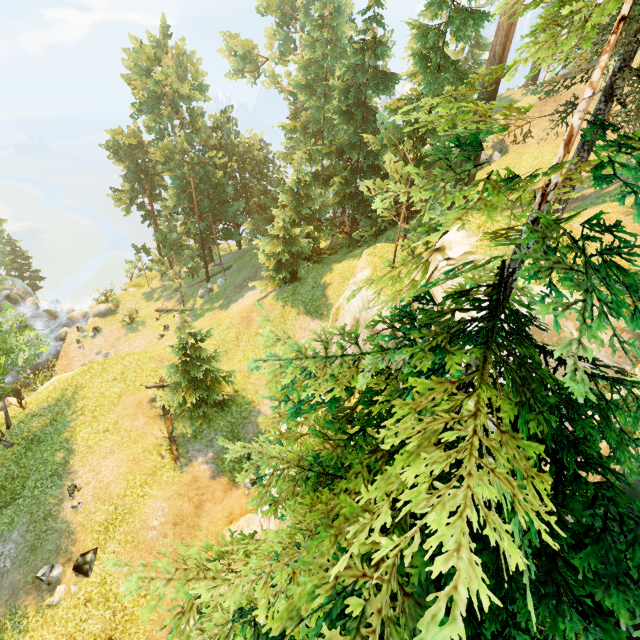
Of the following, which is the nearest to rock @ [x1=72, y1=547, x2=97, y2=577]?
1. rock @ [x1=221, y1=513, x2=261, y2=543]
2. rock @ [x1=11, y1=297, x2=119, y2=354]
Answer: rock @ [x1=221, y1=513, x2=261, y2=543]

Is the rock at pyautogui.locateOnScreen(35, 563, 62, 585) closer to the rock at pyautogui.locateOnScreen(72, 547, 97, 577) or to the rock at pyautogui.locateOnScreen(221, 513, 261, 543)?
the rock at pyautogui.locateOnScreen(72, 547, 97, 577)

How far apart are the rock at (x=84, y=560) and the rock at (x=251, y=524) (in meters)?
4.74

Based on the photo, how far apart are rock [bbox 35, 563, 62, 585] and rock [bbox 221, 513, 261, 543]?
6.07m

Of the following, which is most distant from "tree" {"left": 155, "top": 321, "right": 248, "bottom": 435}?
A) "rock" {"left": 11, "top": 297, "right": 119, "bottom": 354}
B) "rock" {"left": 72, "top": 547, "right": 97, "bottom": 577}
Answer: "rock" {"left": 72, "top": 547, "right": 97, "bottom": 577}

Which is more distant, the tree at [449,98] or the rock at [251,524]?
the rock at [251,524]

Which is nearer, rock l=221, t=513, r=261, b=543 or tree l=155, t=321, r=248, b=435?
rock l=221, t=513, r=261, b=543

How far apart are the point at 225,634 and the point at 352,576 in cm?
312
